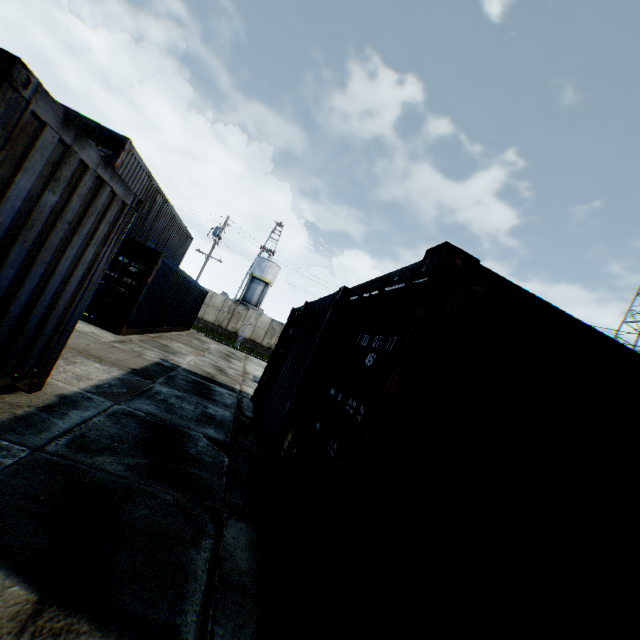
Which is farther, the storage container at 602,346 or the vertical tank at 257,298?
the vertical tank at 257,298

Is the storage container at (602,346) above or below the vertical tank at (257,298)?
below

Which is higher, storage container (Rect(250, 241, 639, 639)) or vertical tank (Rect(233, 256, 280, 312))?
vertical tank (Rect(233, 256, 280, 312))

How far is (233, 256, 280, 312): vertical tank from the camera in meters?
49.1 m

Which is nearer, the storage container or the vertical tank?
the storage container

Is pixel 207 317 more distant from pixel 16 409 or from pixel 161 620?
pixel 161 620
